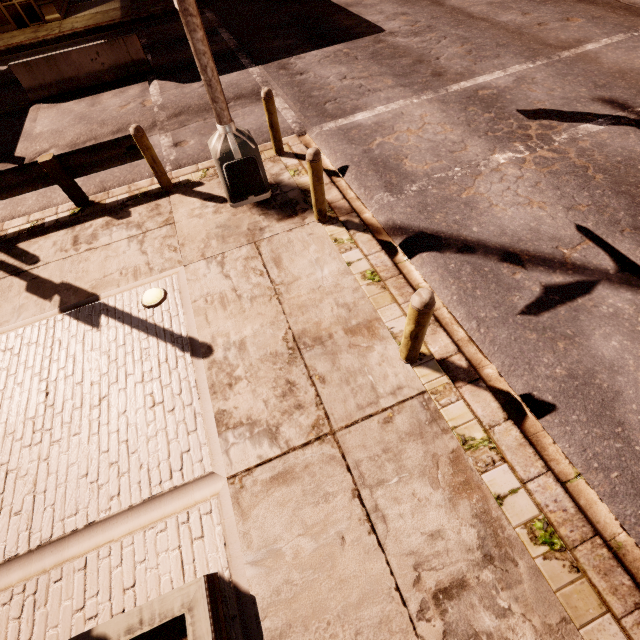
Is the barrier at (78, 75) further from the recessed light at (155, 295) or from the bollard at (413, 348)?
the bollard at (413, 348)

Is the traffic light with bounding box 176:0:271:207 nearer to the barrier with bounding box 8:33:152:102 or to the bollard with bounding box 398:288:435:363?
the bollard with bounding box 398:288:435:363

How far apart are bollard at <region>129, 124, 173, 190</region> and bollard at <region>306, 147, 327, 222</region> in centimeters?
329cm

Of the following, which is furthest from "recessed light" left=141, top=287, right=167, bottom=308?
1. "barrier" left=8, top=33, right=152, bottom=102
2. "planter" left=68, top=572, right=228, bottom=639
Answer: "barrier" left=8, top=33, right=152, bottom=102

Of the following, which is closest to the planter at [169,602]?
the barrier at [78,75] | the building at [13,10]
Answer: the barrier at [78,75]

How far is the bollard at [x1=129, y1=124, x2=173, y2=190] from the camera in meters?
5.8 m

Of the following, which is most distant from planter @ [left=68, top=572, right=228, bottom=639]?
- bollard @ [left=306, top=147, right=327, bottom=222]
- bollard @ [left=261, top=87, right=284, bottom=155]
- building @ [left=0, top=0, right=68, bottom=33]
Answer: building @ [left=0, top=0, right=68, bottom=33]

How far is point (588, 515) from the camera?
3.2m
